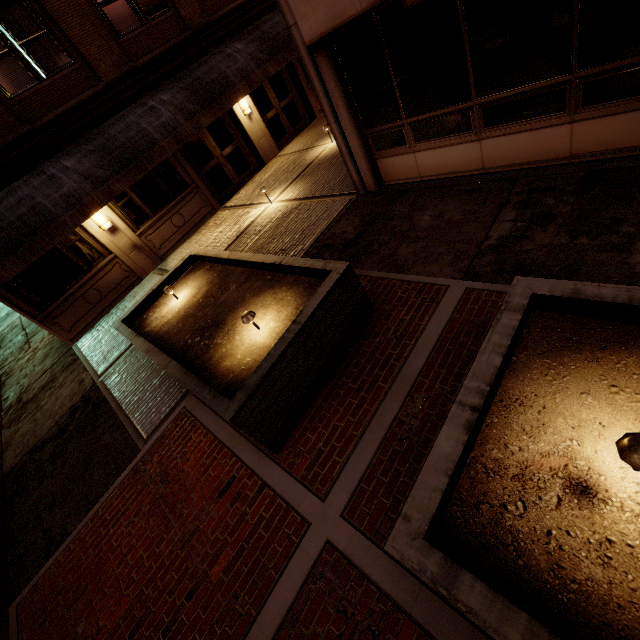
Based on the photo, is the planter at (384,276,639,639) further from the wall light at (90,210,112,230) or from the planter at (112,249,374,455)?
the wall light at (90,210,112,230)

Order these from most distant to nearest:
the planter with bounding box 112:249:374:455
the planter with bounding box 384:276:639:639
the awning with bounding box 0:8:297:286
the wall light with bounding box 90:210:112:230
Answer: the wall light with bounding box 90:210:112:230
the awning with bounding box 0:8:297:286
the planter with bounding box 112:249:374:455
the planter with bounding box 384:276:639:639

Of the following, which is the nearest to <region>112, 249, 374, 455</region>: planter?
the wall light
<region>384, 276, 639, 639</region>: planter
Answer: <region>384, 276, 639, 639</region>: planter

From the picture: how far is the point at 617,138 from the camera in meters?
4.6 m

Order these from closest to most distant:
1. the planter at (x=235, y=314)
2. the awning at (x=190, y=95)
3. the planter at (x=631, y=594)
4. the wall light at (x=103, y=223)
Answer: the planter at (x=631, y=594) < the planter at (x=235, y=314) < the awning at (x=190, y=95) < the wall light at (x=103, y=223)

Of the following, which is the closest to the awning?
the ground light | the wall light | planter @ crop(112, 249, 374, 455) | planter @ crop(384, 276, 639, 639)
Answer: the wall light

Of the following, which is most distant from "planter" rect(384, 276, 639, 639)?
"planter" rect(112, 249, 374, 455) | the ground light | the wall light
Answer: the wall light

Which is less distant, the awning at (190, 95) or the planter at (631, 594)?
the planter at (631, 594)
